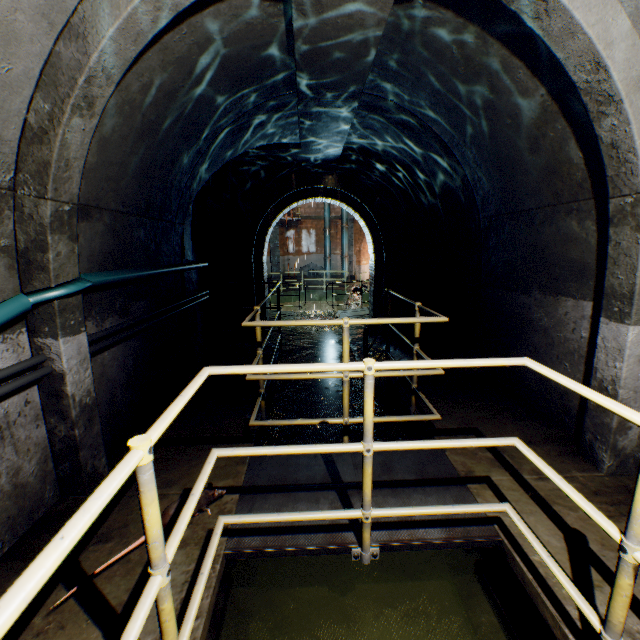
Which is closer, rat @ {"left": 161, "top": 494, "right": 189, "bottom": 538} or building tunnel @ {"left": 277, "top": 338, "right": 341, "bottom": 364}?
rat @ {"left": 161, "top": 494, "right": 189, "bottom": 538}

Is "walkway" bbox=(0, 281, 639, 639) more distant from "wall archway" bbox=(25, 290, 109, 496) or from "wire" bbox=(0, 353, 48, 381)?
"wire" bbox=(0, 353, 48, 381)

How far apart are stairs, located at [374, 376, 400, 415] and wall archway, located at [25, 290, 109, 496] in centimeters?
230cm

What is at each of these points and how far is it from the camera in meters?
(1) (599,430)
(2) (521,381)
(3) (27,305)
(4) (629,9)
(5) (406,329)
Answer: (1) wall archway, 2.7 m
(2) building tunnel, 4.0 m
(3) cable, 2.0 m
(4) building tunnel, 1.9 m
(5) building tunnel, 8.5 m

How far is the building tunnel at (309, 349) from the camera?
8.3 meters

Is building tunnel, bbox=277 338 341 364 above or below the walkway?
below

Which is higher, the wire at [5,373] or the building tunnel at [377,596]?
the wire at [5,373]

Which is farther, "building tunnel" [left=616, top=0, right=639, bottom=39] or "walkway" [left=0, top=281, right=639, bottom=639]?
"building tunnel" [left=616, top=0, right=639, bottom=39]
